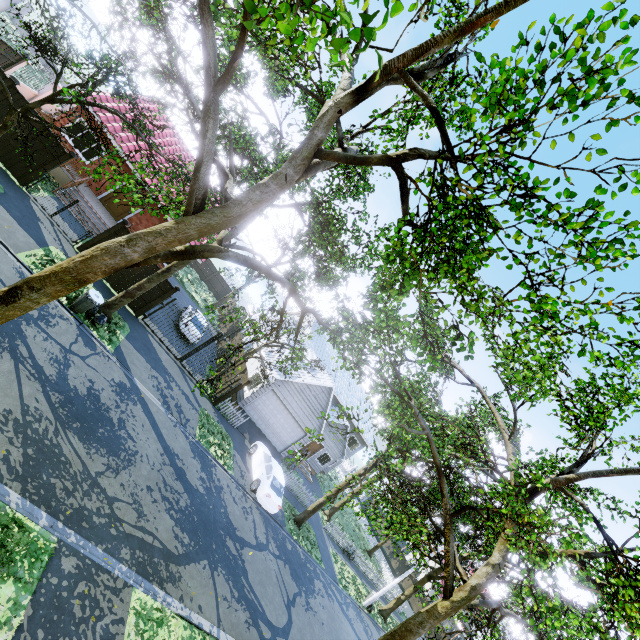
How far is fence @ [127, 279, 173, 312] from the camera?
16.2 meters

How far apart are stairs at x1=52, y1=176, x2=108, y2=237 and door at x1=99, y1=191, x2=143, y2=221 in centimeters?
193cm

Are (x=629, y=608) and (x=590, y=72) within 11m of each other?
yes

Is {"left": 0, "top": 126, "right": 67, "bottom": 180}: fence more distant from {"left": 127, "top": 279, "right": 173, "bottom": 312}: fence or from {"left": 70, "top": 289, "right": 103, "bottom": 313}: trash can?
{"left": 70, "top": 289, "right": 103, "bottom": 313}: trash can

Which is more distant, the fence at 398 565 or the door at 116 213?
the fence at 398 565

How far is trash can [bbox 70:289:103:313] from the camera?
12.0m

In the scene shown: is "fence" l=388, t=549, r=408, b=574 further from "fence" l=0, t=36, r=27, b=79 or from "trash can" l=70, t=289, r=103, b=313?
"trash can" l=70, t=289, r=103, b=313

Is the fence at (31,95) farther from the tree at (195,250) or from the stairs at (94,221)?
the stairs at (94,221)
